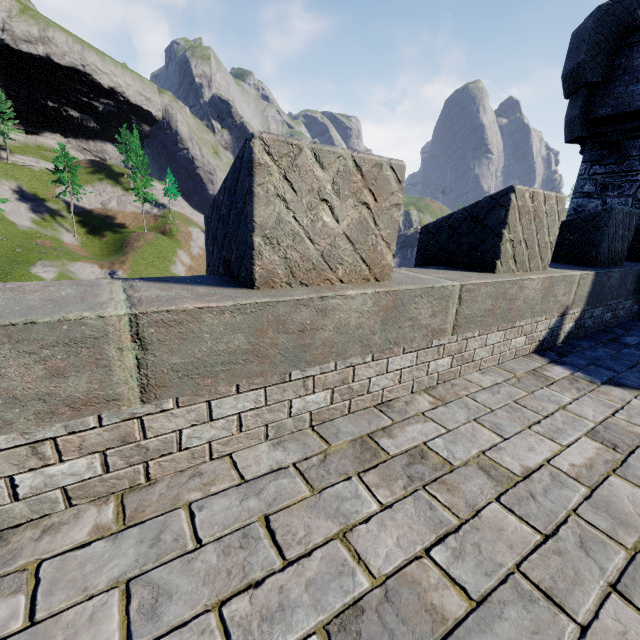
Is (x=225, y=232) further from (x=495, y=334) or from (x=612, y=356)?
(x=612, y=356)

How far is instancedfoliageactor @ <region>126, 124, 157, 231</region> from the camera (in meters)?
52.03

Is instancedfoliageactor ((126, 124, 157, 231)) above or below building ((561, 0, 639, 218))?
above

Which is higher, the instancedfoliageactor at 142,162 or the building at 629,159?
the instancedfoliageactor at 142,162

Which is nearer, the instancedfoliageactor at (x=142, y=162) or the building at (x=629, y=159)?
the building at (x=629, y=159)

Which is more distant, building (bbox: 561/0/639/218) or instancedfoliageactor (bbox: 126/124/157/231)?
instancedfoliageactor (bbox: 126/124/157/231)
